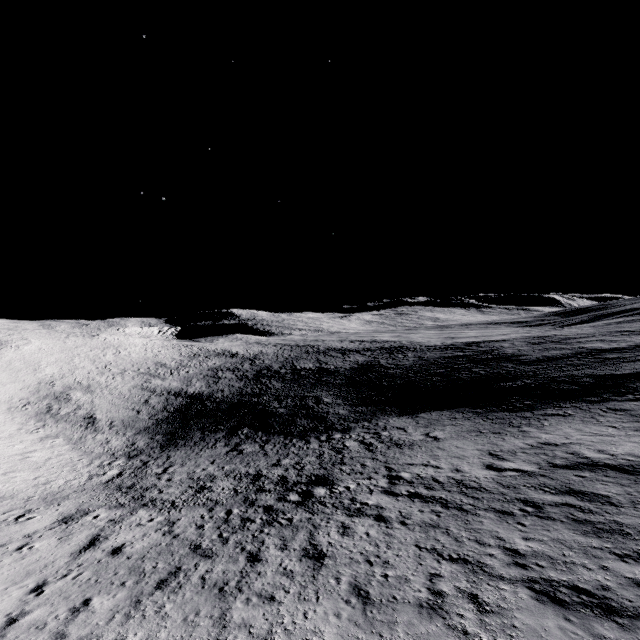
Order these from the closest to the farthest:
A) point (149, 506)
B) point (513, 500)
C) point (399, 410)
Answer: point (513, 500), point (149, 506), point (399, 410)
